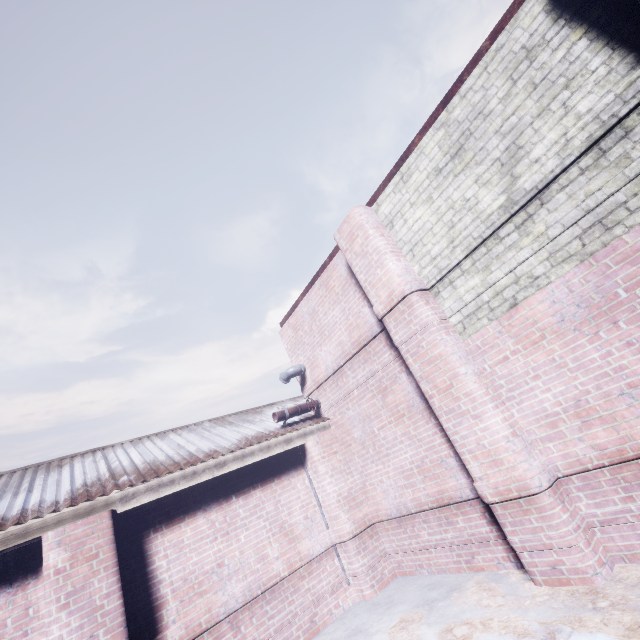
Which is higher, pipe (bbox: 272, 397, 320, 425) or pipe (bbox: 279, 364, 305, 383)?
pipe (bbox: 279, 364, 305, 383)

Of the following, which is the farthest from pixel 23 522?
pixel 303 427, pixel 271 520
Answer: pixel 303 427

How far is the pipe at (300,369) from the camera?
5.77m

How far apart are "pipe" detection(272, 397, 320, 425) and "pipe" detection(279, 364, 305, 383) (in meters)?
0.54

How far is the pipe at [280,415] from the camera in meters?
5.1 m

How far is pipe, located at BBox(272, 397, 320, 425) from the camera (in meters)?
5.15

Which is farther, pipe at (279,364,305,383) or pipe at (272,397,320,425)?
pipe at (279,364,305,383)

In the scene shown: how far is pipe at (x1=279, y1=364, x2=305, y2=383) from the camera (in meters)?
5.77
